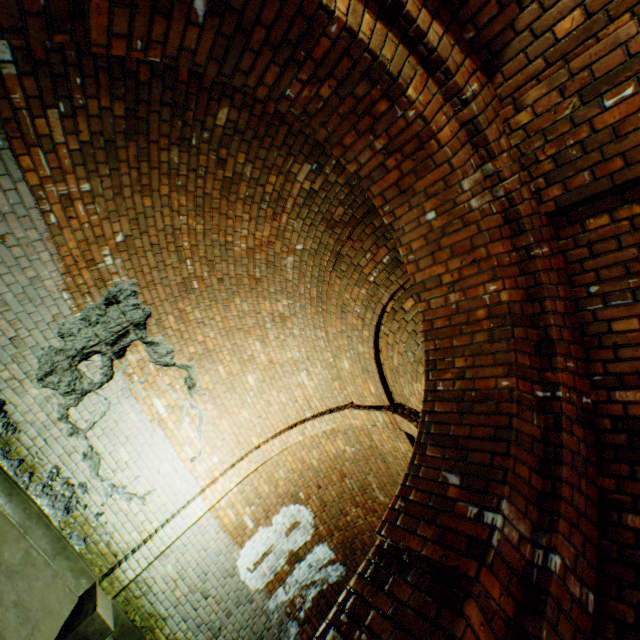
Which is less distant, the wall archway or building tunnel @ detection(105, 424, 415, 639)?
the wall archway

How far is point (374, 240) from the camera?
3.5 meters

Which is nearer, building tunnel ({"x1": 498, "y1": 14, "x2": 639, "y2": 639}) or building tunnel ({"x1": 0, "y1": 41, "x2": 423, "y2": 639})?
building tunnel ({"x1": 498, "y1": 14, "x2": 639, "y2": 639})

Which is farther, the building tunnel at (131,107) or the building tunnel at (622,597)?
the building tunnel at (131,107)

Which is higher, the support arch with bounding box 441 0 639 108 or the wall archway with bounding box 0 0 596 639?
the support arch with bounding box 441 0 639 108

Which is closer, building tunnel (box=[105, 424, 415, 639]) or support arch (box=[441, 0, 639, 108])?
support arch (box=[441, 0, 639, 108])

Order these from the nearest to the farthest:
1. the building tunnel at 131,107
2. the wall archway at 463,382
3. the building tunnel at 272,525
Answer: the wall archway at 463,382
the building tunnel at 131,107
the building tunnel at 272,525
